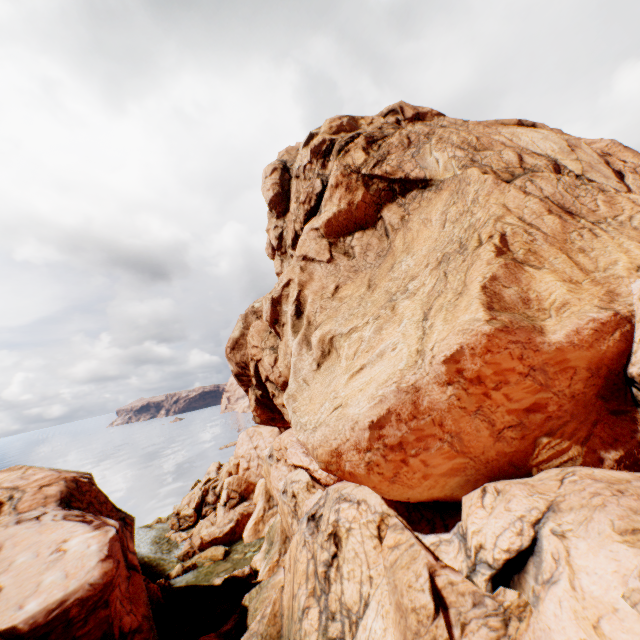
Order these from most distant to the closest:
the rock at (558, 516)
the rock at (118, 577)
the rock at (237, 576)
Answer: the rock at (237, 576)
the rock at (118, 577)
the rock at (558, 516)

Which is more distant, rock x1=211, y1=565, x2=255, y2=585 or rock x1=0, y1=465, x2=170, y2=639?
rock x1=211, y1=565, x2=255, y2=585

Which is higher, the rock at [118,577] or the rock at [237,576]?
the rock at [118,577]

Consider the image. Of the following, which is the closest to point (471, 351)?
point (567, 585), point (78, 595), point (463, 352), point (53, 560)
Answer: point (463, 352)

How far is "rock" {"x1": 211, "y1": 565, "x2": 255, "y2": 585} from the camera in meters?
26.6 m

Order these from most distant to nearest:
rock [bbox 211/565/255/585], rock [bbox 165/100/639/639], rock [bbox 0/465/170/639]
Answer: rock [bbox 211/565/255/585], rock [bbox 0/465/170/639], rock [bbox 165/100/639/639]

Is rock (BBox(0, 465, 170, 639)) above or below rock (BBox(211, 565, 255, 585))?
above
